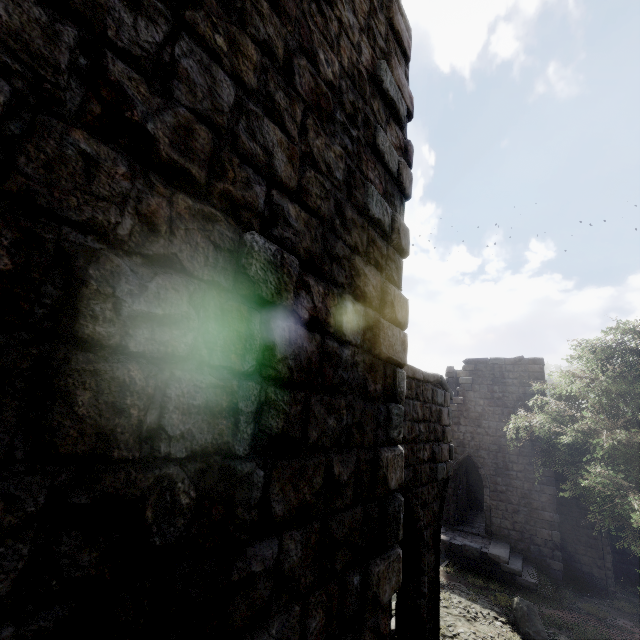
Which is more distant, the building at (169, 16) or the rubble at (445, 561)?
the rubble at (445, 561)

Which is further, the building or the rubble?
the rubble

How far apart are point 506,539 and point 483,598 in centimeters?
546cm

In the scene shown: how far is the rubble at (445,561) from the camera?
15.2 meters

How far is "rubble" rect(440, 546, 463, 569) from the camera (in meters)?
15.21

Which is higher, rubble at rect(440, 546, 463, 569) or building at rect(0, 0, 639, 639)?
building at rect(0, 0, 639, 639)
